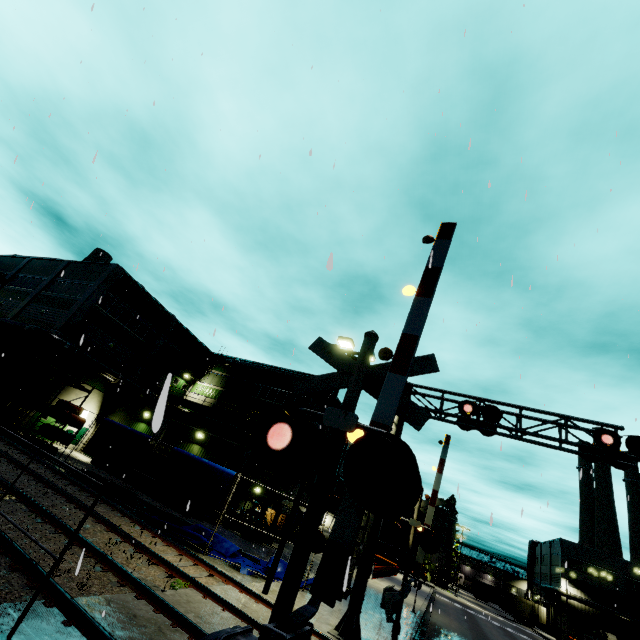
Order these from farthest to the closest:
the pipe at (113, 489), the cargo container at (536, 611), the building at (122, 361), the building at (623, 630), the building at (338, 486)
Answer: the cargo container at (536, 611)
the building at (623, 630)
the building at (338, 486)
the building at (122, 361)
the pipe at (113, 489)

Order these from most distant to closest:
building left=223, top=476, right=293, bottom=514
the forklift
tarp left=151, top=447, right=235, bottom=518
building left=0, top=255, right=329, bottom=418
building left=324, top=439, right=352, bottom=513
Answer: building left=324, top=439, right=352, bottom=513 < building left=0, top=255, right=329, bottom=418 < building left=223, top=476, right=293, bottom=514 < the forklift < tarp left=151, top=447, right=235, bottom=518

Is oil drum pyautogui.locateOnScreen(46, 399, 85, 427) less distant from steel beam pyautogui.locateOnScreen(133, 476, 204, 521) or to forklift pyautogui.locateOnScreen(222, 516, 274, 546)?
steel beam pyautogui.locateOnScreen(133, 476, 204, 521)

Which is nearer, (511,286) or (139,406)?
(511,286)

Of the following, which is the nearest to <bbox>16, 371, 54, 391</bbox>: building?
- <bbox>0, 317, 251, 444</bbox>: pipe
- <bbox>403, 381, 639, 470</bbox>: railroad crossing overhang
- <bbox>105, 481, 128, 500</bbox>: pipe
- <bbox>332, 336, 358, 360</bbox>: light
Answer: Answer: <bbox>0, 317, 251, 444</bbox>: pipe

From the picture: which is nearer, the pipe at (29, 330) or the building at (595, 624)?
the pipe at (29, 330)

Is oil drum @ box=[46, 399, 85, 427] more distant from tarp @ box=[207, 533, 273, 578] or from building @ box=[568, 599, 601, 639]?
tarp @ box=[207, 533, 273, 578]

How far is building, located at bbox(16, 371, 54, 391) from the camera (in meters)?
24.52
